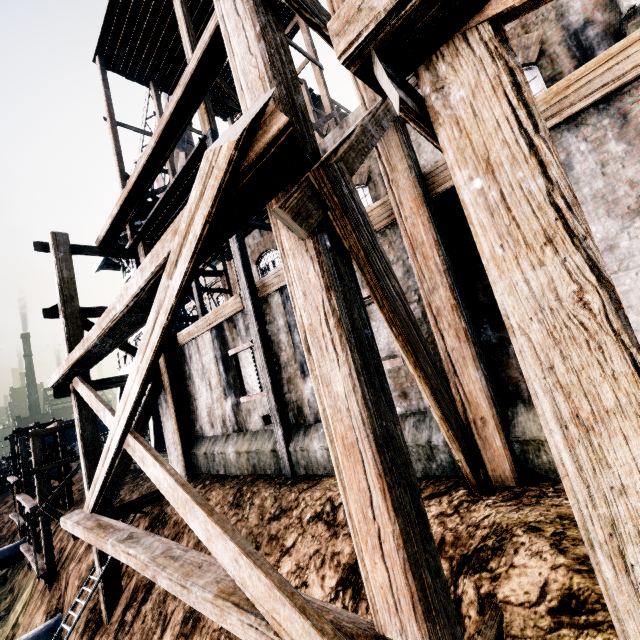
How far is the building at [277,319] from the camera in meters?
8.7 m

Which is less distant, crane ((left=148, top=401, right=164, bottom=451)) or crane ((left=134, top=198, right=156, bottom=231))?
crane ((left=148, top=401, right=164, bottom=451))

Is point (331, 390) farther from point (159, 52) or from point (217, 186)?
point (159, 52)

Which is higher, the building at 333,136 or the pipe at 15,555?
the building at 333,136

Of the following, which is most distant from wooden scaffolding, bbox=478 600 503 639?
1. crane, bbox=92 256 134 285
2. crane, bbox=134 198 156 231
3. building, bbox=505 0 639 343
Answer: crane, bbox=134 198 156 231

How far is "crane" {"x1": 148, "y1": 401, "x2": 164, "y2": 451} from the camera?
20.27m

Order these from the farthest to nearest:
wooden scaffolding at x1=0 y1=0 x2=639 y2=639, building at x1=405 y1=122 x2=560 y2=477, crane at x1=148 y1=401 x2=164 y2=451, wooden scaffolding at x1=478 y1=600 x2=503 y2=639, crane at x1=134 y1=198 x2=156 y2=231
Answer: crane at x1=134 y1=198 x2=156 y2=231, crane at x1=148 y1=401 x2=164 y2=451, building at x1=405 y1=122 x2=560 y2=477, wooden scaffolding at x1=478 y1=600 x2=503 y2=639, wooden scaffolding at x1=0 y1=0 x2=639 y2=639

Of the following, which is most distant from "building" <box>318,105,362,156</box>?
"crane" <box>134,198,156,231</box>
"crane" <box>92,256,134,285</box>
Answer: "crane" <box>134,198,156,231</box>
